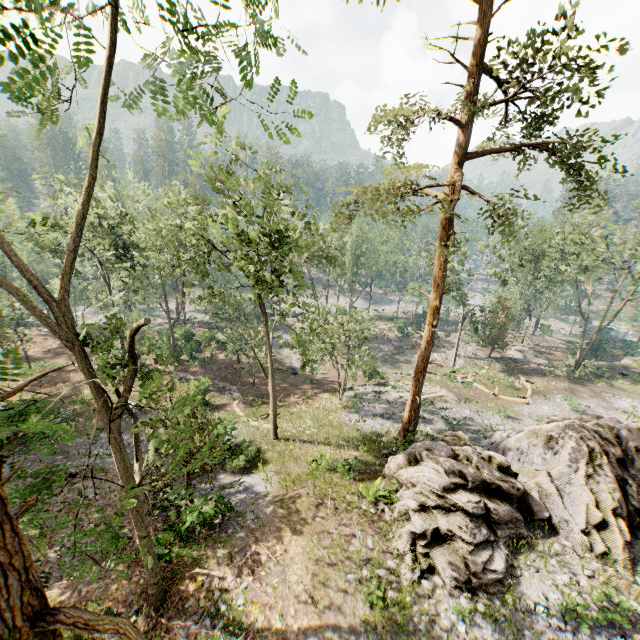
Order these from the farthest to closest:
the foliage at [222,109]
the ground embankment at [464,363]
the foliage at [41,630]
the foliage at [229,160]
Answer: the ground embankment at [464,363] → the foliage at [229,160] → the foliage at [41,630] → the foliage at [222,109]

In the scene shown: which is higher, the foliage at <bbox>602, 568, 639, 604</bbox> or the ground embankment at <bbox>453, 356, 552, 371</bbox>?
the foliage at <bbox>602, 568, 639, 604</bbox>

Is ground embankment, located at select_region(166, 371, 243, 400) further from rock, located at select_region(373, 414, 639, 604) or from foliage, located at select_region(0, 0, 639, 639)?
rock, located at select_region(373, 414, 639, 604)

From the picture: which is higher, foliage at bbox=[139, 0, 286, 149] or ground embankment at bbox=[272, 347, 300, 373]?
foliage at bbox=[139, 0, 286, 149]

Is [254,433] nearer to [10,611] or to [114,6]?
[10,611]

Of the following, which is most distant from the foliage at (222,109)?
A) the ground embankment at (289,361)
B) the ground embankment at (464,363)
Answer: the ground embankment at (289,361)

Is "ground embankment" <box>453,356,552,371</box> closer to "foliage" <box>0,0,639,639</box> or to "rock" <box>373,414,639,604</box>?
"foliage" <box>0,0,639,639</box>
